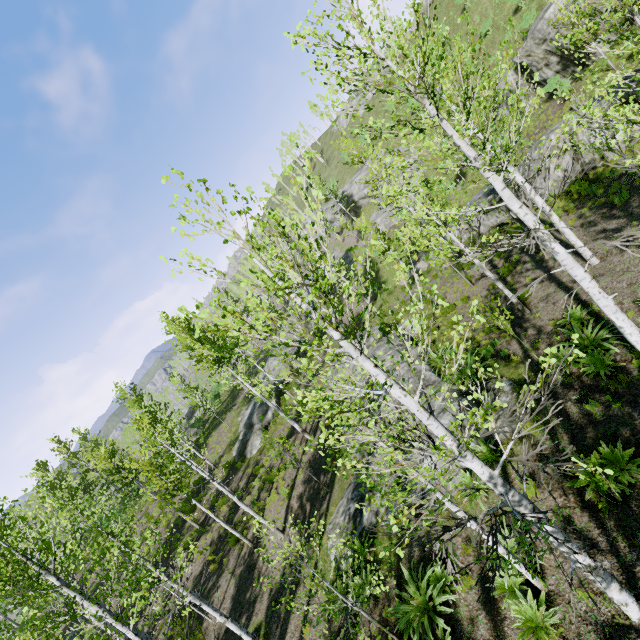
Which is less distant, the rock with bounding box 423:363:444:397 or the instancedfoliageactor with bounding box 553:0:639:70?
the instancedfoliageactor with bounding box 553:0:639:70

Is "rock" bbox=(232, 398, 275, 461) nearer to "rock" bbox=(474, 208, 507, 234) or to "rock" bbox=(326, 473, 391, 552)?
"rock" bbox=(326, 473, 391, 552)

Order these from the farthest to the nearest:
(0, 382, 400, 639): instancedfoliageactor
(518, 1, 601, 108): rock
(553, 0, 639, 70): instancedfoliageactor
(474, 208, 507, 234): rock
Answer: (474, 208, 507, 234): rock → (518, 1, 601, 108): rock → (0, 382, 400, 639): instancedfoliageactor → (553, 0, 639, 70): instancedfoliageactor

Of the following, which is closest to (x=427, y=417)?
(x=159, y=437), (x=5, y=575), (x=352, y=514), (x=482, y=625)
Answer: (x=482, y=625)

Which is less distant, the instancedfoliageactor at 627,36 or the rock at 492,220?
the instancedfoliageactor at 627,36

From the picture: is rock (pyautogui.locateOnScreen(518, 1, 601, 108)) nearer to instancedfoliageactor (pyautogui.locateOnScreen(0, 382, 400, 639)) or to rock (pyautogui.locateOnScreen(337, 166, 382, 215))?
instancedfoliageactor (pyautogui.locateOnScreen(0, 382, 400, 639))

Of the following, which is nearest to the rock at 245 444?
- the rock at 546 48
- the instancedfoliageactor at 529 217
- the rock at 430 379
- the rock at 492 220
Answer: the instancedfoliageactor at 529 217
